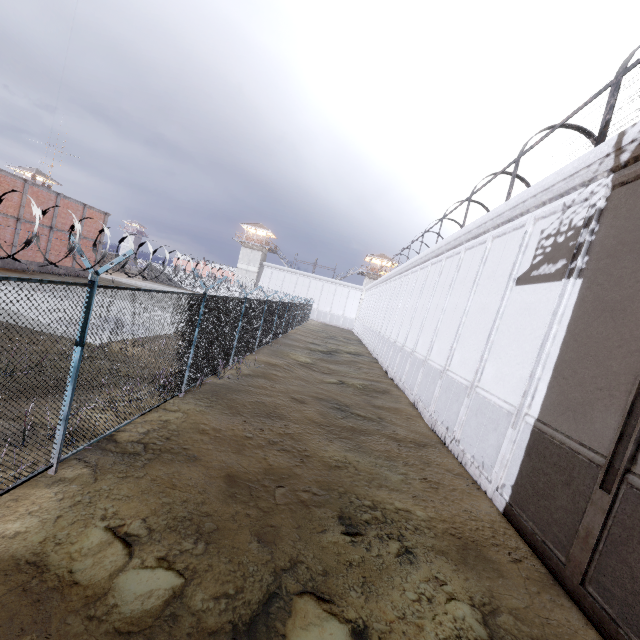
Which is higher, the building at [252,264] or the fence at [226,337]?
the building at [252,264]

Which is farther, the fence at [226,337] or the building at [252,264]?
the building at [252,264]

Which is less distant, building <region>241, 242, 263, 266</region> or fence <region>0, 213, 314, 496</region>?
fence <region>0, 213, 314, 496</region>

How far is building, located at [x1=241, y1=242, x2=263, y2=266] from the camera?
59.84m

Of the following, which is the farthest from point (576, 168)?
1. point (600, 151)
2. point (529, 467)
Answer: point (529, 467)

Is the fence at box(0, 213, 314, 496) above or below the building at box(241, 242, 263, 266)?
below
